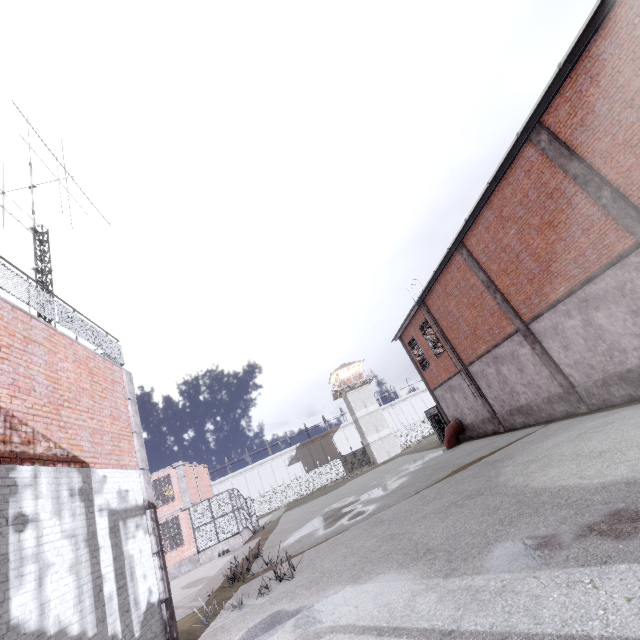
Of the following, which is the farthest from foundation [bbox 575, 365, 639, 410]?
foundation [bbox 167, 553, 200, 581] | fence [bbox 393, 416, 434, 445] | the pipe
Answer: foundation [bbox 167, 553, 200, 581]

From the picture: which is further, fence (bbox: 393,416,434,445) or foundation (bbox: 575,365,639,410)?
fence (bbox: 393,416,434,445)

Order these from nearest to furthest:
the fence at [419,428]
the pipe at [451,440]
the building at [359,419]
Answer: the pipe at [451,440] < the building at [359,419] < the fence at [419,428]

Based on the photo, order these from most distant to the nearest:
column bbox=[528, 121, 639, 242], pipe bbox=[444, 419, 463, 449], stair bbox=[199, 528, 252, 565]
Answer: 1. stair bbox=[199, 528, 252, 565]
2. pipe bbox=[444, 419, 463, 449]
3. column bbox=[528, 121, 639, 242]

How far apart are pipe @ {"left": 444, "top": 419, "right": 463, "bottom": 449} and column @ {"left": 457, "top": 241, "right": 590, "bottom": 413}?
9.7 meters

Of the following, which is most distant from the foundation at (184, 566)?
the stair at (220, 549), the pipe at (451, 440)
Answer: the pipe at (451, 440)

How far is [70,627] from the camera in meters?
4.8 m

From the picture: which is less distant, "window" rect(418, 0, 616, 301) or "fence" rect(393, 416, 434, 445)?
"window" rect(418, 0, 616, 301)
